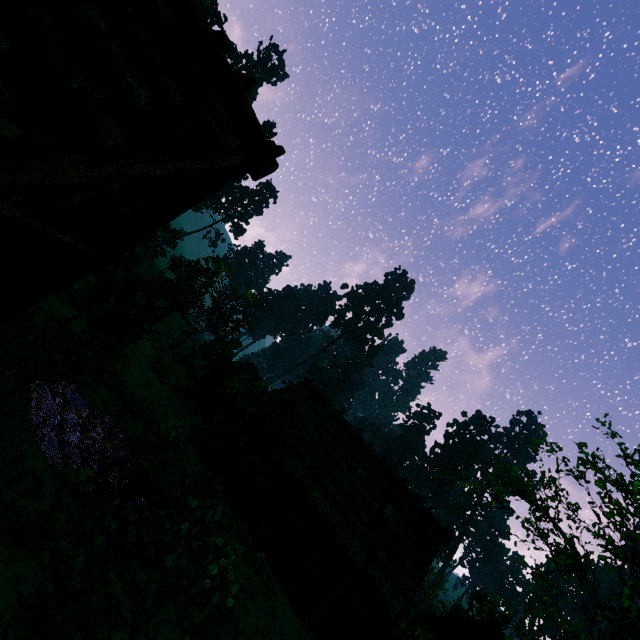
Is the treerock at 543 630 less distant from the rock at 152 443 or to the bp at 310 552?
the rock at 152 443

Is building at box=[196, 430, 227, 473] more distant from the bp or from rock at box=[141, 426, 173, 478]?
rock at box=[141, 426, 173, 478]

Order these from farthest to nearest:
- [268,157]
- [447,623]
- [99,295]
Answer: [447,623]
[99,295]
[268,157]

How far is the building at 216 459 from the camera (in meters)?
17.28

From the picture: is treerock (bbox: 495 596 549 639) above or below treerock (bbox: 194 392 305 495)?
above

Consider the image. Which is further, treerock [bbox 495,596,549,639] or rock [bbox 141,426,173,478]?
treerock [bbox 495,596,549,639]

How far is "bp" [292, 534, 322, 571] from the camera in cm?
1472

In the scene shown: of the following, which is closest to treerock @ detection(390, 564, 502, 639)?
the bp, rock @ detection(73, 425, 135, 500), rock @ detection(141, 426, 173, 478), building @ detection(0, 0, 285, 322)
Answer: building @ detection(0, 0, 285, 322)
